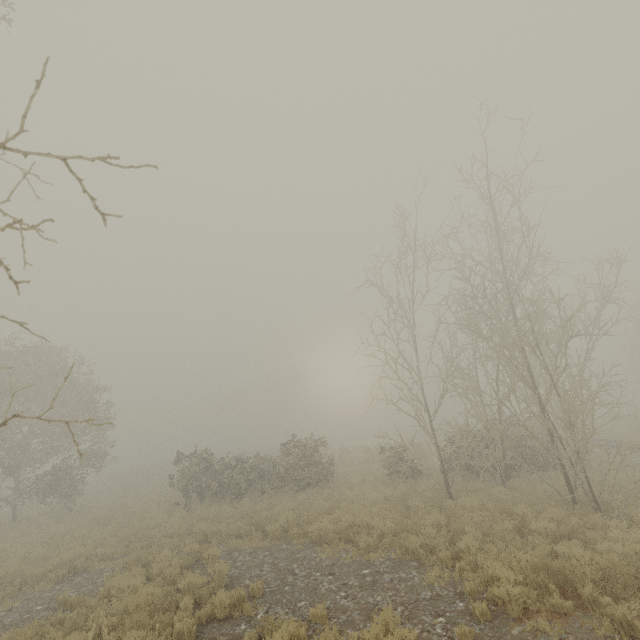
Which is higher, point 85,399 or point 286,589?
point 85,399
